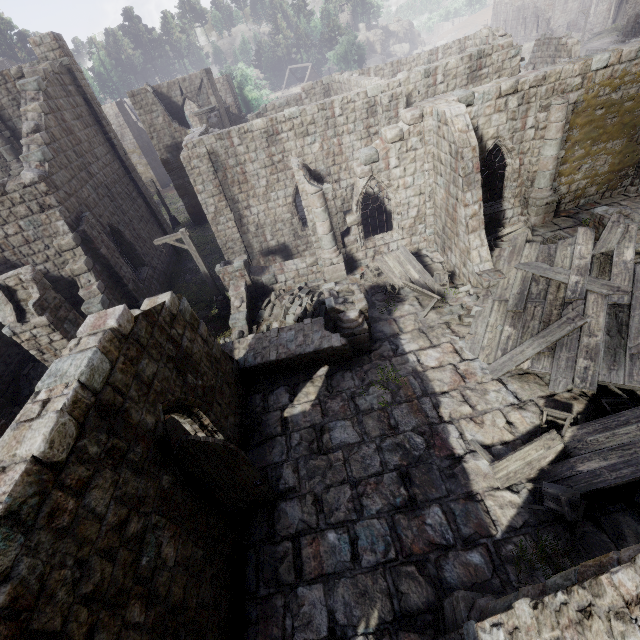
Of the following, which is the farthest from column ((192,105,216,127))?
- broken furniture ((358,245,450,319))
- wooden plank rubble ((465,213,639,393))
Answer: wooden plank rubble ((465,213,639,393))

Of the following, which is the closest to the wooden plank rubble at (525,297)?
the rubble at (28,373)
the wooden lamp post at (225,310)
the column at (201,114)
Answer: the wooden lamp post at (225,310)

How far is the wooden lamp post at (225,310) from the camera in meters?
13.8

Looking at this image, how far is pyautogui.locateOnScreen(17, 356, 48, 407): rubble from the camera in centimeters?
1384cm

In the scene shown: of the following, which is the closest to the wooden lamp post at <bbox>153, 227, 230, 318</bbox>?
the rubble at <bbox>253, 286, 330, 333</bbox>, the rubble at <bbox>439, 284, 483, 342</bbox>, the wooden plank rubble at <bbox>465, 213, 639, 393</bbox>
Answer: the rubble at <bbox>253, 286, 330, 333</bbox>

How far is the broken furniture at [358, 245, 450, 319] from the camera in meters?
12.9 m

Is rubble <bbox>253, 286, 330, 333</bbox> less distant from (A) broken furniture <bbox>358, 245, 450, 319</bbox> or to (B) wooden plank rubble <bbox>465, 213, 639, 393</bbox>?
(A) broken furniture <bbox>358, 245, 450, 319</bbox>

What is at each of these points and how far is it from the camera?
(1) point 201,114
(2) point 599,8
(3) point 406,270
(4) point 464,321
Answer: (1) column, 25.7 meters
(2) building, 55.9 meters
(3) broken furniture, 14.0 meters
(4) rubble, 11.5 meters
